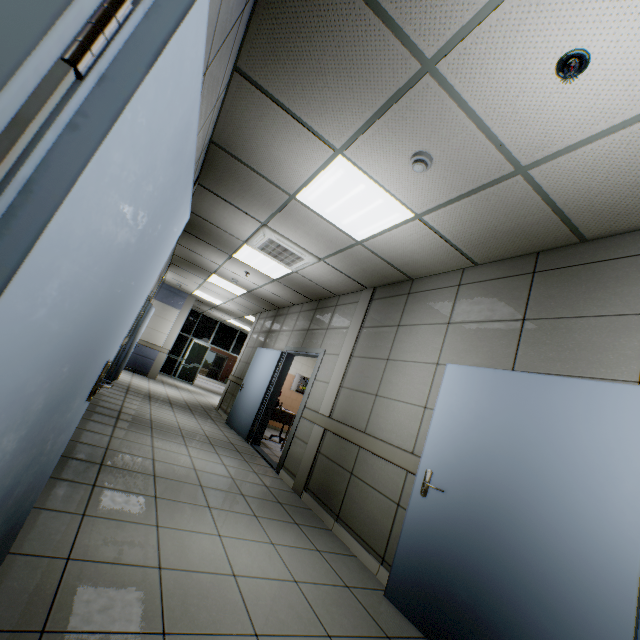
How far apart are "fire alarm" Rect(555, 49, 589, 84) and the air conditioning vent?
3.43m

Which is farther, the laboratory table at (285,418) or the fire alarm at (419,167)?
the laboratory table at (285,418)

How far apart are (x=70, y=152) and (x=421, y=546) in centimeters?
314cm

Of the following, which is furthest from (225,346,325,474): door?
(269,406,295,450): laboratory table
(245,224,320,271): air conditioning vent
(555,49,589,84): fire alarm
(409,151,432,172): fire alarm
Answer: (555,49,589,84): fire alarm

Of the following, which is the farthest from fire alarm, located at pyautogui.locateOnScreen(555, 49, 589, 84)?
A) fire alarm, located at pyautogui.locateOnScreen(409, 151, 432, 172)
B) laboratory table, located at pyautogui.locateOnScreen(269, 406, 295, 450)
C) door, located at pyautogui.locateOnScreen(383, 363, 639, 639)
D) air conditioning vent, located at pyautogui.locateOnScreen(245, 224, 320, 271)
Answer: laboratory table, located at pyautogui.locateOnScreen(269, 406, 295, 450)

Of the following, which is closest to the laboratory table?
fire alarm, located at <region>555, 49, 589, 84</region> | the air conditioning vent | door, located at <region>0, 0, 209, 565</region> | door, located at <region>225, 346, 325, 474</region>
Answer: door, located at <region>225, 346, 325, 474</region>

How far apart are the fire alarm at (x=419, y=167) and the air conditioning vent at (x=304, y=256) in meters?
2.4

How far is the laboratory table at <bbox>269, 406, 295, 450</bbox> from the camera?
7.22m
